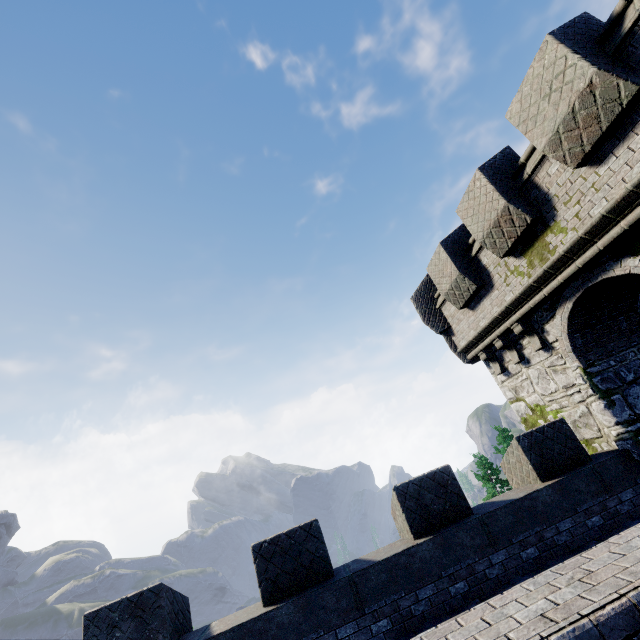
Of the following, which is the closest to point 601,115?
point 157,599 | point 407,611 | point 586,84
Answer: point 586,84
